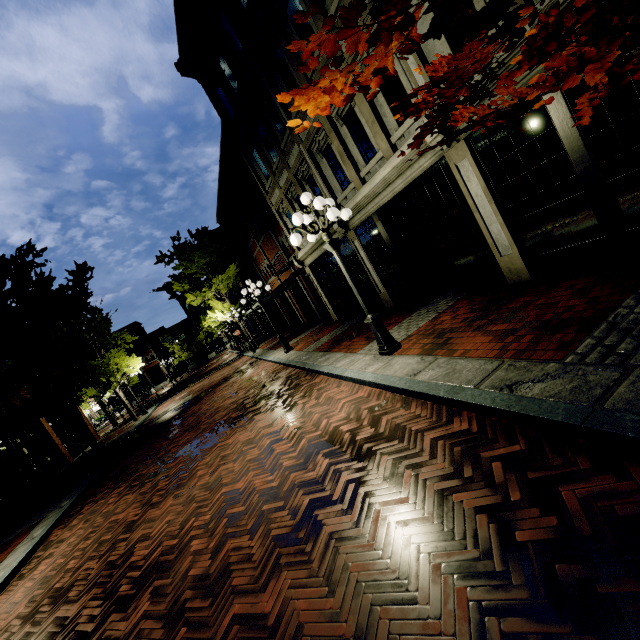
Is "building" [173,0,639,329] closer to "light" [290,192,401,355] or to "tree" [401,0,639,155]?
"tree" [401,0,639,155]

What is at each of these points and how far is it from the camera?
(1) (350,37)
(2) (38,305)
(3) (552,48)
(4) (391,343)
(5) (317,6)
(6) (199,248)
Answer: (1) tree, 2.67m
(2) tree, 13.65m
(3) tree, 2.10m
(4) light, 6.62m
(5) tree, 2.35m
(6) tree, 24.77m

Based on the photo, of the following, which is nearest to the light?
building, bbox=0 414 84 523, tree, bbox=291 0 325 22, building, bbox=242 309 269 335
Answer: tree, bbox=291 0 325 22

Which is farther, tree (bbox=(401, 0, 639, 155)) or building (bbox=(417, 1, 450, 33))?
building (bbox=(417, 1, 450, 33))

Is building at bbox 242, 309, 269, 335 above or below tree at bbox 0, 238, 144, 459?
below

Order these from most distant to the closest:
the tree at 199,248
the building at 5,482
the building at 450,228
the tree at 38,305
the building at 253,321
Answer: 1. the building at 253,321
2. the tree at 199,248
3. the building at 5,482
4. the tree at 38,305
5. the building at 450,228

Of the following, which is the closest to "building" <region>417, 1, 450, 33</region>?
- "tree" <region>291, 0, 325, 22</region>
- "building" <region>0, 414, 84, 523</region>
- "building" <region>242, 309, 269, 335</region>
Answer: "tree" <region>291, 0, 325, 22</region>

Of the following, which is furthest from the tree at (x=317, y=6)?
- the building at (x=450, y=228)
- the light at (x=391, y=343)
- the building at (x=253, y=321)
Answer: the light at (x=391, y=343)
